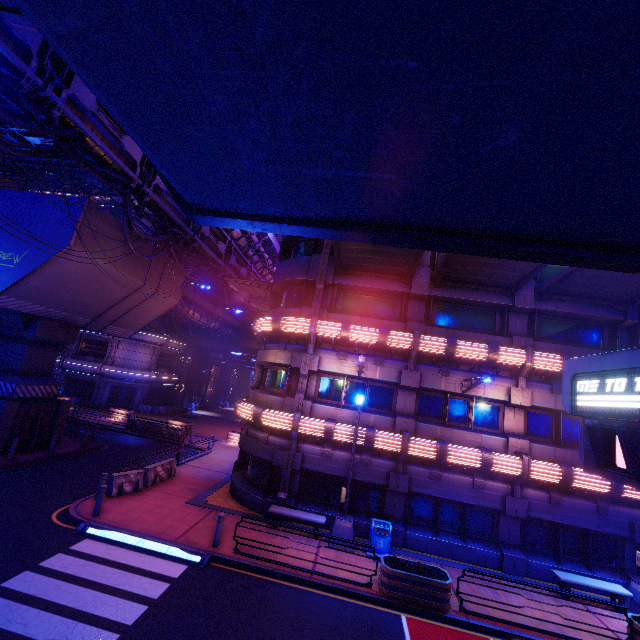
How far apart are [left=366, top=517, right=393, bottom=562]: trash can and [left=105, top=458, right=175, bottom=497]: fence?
10.37m

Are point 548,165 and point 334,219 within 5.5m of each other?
yes

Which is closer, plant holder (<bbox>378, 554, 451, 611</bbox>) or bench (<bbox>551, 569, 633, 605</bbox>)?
plant holder (<bbox>378, 554, 451, 611</bbox>)

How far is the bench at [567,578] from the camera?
11.9 meters

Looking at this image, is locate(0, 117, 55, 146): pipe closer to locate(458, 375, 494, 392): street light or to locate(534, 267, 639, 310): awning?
locate(534, 267, 639, 310): awning

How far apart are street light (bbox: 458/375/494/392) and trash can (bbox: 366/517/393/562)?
6.52m

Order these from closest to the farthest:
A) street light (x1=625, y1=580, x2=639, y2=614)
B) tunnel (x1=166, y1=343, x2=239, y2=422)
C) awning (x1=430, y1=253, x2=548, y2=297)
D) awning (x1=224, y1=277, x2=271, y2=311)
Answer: street light (x1=625, y1=580, x2=639, y2=614), awning (x1=430, y1=253, x2=548, y2=297), awning (x1=224, y1=277, x2=271, y2=311), tunnel (x1=166, y1=343, x2=239, y2=422)

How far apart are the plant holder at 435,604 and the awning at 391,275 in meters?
11.5
